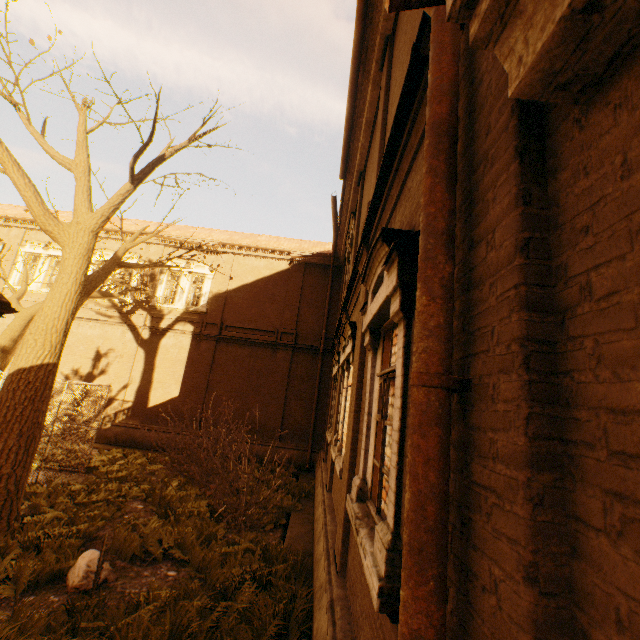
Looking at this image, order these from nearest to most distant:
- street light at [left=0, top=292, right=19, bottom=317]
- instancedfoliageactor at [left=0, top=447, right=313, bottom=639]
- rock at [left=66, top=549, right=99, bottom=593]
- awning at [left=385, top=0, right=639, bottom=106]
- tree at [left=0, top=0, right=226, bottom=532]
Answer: awning at [left=385, top=0, right=639, bottom=106], street light at [left=0, top=292, right=19, bottom=317], instancedfoliageactor at [left=0, top=447, right=313, bottom=639], rock at [left=66, top=549, right=99, bottom=593], tree at [left=0, top=0, right=226, bottom=532]

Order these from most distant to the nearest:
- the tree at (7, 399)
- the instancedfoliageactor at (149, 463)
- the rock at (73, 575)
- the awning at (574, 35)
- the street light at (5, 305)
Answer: the tree at (7, 399), the rock at (73, 575), the instancedfoliageactor at (149, 463), the street light at (5, 305), the awning at (574, 35)

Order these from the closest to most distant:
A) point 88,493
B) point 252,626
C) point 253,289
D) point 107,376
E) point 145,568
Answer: point 252,626
point 145,568
point 88,493
point 107,376
point 253,289

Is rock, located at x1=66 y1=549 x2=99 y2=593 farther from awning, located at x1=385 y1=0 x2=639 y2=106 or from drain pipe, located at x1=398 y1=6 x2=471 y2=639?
awning, located at x1=385 y1=0 x2=639 y2=106

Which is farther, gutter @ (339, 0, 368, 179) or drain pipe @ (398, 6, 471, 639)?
gutter @ (339, 0, 368, 179)

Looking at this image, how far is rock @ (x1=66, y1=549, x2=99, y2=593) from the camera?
5.0 meters

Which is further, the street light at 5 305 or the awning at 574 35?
the street light at 5 305
